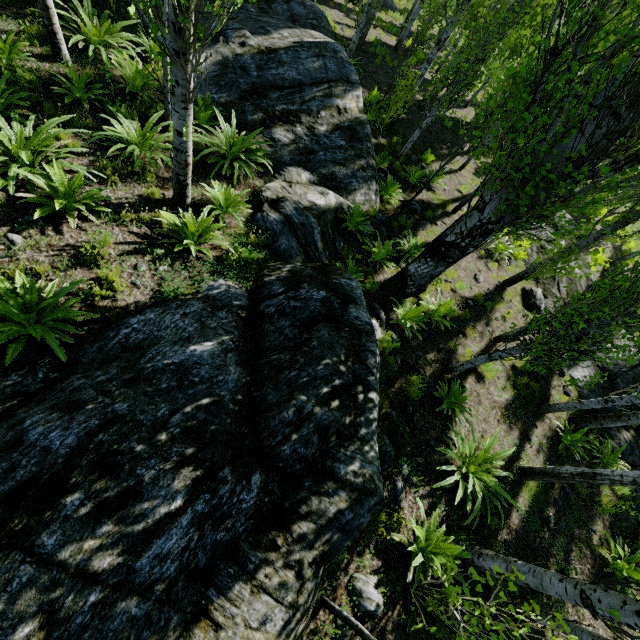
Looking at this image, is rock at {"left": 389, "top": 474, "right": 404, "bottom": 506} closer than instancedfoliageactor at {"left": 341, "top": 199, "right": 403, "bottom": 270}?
Yes

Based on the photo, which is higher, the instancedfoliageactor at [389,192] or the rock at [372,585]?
the rock at [372,585]

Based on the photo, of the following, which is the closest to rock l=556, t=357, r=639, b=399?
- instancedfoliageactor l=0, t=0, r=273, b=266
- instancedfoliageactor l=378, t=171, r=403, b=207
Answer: instancedfoliageactor l=0, t=0, r=273, b=266

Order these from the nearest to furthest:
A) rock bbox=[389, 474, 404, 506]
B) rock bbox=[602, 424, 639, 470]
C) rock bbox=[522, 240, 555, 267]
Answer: rock bbox=[389, 474, 404, 506], rock bbox=[602, 424, 639, 470], rock bbox=[522, 240, 555, 267]

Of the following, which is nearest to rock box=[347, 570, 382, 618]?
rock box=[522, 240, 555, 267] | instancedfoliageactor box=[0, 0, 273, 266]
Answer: instancedfoliageactor box=[0, 0, 273, 266]

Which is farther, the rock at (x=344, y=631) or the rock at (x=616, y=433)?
the rock at (x=616, y=433)

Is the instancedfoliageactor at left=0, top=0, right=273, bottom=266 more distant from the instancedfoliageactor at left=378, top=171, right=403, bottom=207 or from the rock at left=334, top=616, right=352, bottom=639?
the instancedfoliageactor at left=378, top=171, right=403, bottom=207

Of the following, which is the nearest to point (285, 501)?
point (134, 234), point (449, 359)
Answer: point (134, 234)
